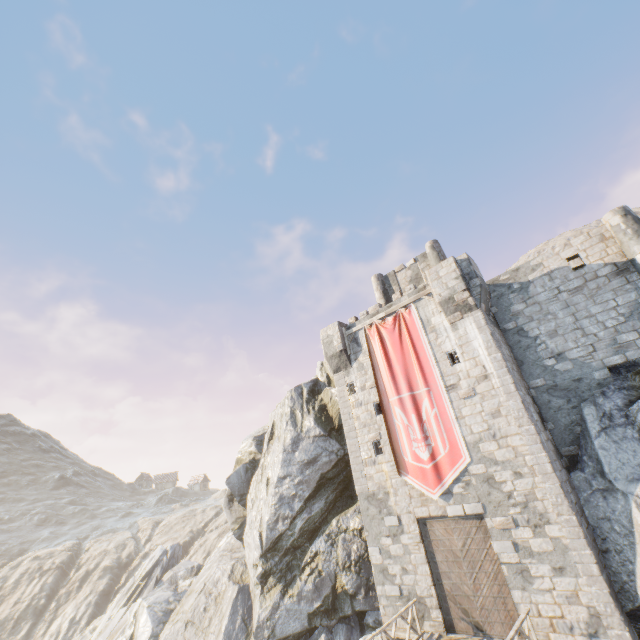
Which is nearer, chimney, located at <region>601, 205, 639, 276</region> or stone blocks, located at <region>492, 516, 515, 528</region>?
stone blocks, located at <region>492, 516, 515, 528</region>

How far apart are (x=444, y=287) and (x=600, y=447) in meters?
8.6 m

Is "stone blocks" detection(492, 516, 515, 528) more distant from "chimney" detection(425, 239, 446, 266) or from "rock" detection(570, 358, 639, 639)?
"chimney" detection(425, 239, 446, 266)

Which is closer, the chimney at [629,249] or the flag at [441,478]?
the chimney at [629,249]

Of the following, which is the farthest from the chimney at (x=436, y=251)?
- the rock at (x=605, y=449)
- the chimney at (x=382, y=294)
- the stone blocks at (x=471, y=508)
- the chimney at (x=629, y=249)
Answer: the stone blocks at (x=471, y=508)

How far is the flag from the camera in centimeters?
1402cm

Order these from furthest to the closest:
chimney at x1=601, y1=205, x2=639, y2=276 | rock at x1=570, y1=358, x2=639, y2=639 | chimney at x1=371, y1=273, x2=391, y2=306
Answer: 1. chimney at x1=371, y1=273, x2=391, y2=306
2. chimney at x1=601, y1=205, x2=639, y2=276
3. rock at x1=570, y1=358, x2=639, y2=639

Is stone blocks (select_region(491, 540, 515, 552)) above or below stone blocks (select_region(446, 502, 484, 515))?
below
